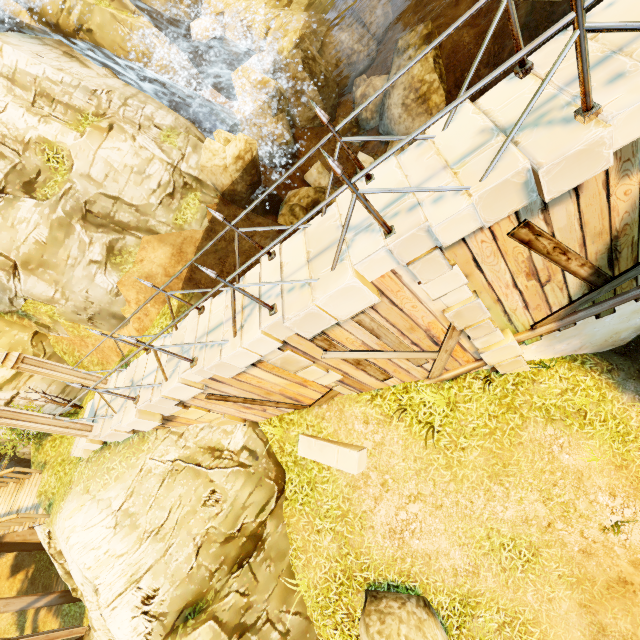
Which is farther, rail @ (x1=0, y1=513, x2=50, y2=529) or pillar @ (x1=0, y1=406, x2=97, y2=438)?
rail @ (x1=0, y1=513, x2=50, y2=529)

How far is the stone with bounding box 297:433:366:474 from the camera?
7.40m

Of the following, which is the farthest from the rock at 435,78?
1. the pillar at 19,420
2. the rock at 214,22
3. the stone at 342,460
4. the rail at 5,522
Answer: the rail at 5,522

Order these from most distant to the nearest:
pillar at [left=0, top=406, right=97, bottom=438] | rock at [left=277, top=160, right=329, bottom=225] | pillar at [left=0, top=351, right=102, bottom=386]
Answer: rock at [left=277, top=160, right=329, bottom=225]
pillar at [left=0, top=351, right=102, bottom=386]
pillar at [left=0, top=406, right=97, bottom=438]

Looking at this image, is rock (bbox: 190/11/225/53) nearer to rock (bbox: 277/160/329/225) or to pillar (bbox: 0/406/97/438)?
rock (bbox: 277/160/329/225)

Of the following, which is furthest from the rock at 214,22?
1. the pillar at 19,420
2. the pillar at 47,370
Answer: the pillar at 19,420

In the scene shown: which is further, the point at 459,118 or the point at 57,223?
the point at 57,223

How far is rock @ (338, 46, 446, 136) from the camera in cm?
1315
